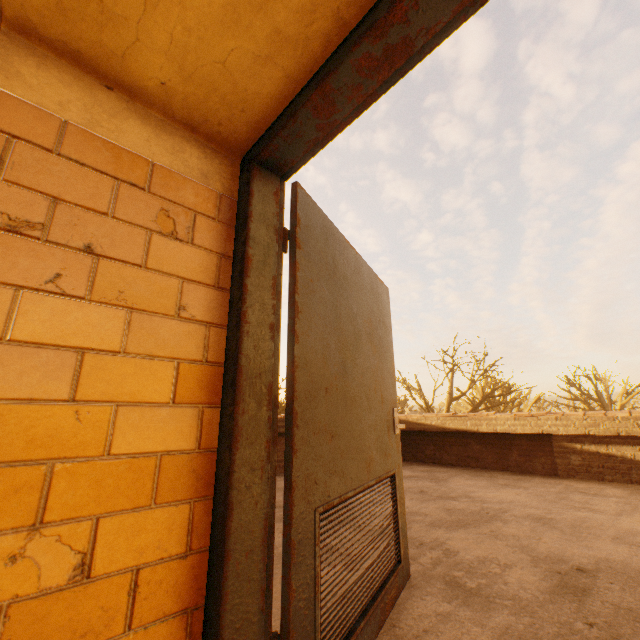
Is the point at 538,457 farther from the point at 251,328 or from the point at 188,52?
the point at 188,52

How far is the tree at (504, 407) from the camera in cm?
1827

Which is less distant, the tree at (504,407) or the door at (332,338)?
the door at (332,338)

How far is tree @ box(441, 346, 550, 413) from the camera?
18.27m

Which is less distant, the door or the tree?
the door
